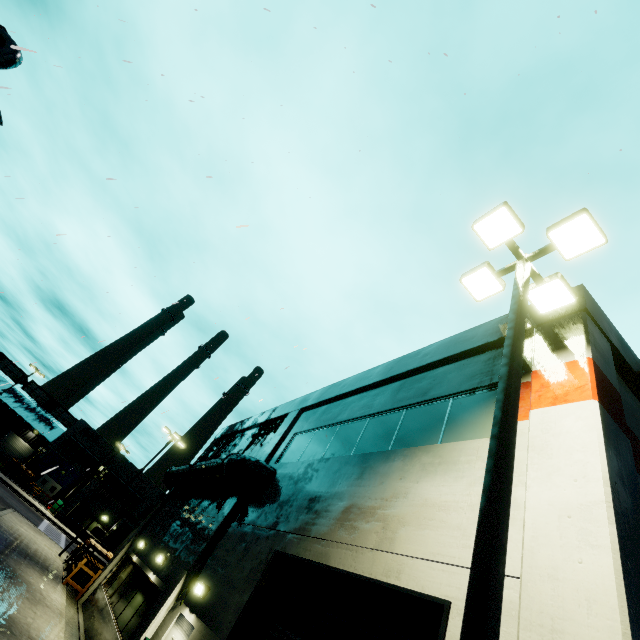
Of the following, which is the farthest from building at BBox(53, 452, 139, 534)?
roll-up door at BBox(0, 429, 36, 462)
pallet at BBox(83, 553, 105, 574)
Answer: pallet at BBox(83, 553, 105, 574)

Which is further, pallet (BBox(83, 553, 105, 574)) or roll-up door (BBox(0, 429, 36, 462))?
roll-up door (BBox(0, 429, 36, 462))

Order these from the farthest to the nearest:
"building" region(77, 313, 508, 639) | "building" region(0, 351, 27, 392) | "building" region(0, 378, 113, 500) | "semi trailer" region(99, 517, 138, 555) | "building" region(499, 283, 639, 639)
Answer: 1. "building" region(0, 351, 27, 392)
2. "building" region(0, 378, 113, 500)
3. "semi trailer" region(99, 517, 138, 555)
4. "building" region(77, 313, 508, 639)
5. "building" region(499, 283, 639, 639)

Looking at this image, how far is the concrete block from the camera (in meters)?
38.83

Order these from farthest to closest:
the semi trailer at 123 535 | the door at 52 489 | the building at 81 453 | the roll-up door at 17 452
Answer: the roll-up door at 17 452
the building at 81 453
the door at 52 489
the semi trailer at 123 535

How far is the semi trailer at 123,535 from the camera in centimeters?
2893cm

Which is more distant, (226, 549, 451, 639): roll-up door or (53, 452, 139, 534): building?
(53, 452, 139, 534): building

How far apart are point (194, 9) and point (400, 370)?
10.2 meters
